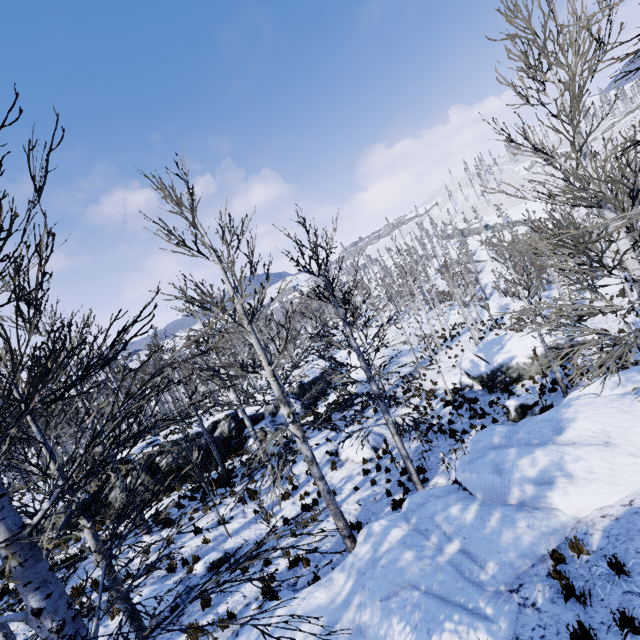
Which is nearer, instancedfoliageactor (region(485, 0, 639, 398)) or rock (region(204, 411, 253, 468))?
instancedfoliageactor (region(485, 0, 639, 398))

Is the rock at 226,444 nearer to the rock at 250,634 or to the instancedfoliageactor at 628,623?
the instancedfoliageactor at 628,623

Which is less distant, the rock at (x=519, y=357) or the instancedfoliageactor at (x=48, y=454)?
the instancedfoliageactor at (x=48, y=454)

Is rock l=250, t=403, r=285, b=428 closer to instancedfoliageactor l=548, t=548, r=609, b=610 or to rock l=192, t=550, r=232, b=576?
instancedfoliageactor l=548, t=548, r=609, b=610

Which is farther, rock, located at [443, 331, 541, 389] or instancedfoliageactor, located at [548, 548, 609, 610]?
rock, located at [443, 331, 541, 389]

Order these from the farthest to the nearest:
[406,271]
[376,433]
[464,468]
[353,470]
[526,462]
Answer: [406,271] < [376,433] < [353,470] < [464,468] < [526,462]

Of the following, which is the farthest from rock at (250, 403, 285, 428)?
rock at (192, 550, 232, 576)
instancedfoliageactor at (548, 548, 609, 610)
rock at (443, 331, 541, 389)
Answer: rock at (192, 550, 232, 576)

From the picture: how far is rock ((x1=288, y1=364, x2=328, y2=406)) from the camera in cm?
2759
